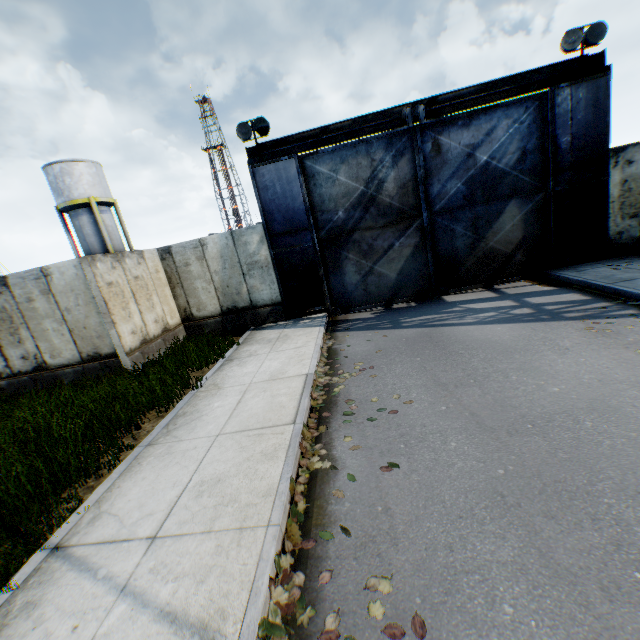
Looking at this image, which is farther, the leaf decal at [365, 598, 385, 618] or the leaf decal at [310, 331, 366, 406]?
the leaf decal at [310, 331, 366, 406]

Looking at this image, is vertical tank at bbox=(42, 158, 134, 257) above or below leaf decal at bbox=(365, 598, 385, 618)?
above

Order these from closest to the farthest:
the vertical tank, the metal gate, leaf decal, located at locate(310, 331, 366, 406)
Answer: leaf decal, located at locate(310, 331, 366, 406) < the metal gate < the vertical tank

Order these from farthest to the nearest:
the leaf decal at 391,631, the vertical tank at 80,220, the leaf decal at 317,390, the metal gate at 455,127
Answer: the vertical tank at 80,220 → the metal gate at 455,127 → the leaf decal at 317,390 → the leaf decal at 391,631

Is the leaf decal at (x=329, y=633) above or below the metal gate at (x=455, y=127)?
below

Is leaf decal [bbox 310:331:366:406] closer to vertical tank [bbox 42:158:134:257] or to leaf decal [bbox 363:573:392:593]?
leaf decal [bbox 363:573:392:593]

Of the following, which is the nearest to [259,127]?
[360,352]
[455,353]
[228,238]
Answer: [228,238]

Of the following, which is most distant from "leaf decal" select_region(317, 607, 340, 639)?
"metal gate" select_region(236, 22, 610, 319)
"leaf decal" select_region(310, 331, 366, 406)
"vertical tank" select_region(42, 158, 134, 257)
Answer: "vertical tank" select_region(42, 158, 134, 257)
